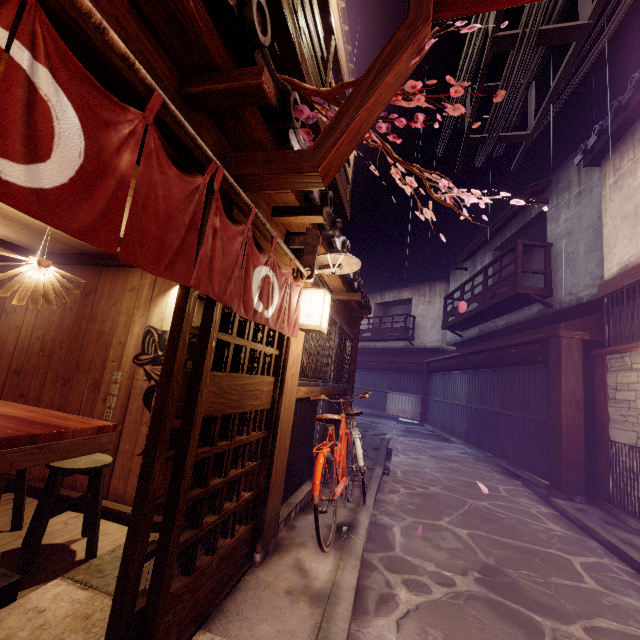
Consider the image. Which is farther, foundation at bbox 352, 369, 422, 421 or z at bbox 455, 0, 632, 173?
foundation at bbox 352, 369, 422, 421

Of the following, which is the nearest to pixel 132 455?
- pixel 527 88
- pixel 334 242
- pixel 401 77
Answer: pixel 334 242

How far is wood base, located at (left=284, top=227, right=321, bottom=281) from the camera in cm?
588

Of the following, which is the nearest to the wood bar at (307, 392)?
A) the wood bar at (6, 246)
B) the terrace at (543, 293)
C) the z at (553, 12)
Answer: the wood bar at (6, 246)

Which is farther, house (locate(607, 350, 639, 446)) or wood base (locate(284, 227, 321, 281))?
house (locate(607, 350, 639, 446))

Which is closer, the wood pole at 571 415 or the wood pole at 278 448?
the wood pole at 278 448

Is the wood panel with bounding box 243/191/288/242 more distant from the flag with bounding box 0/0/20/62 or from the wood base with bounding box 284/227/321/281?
the flag with bounding box 0/0/20/62

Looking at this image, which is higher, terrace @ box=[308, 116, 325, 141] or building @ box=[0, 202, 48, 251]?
terrace @ box=[308, 116, 325, 141]
